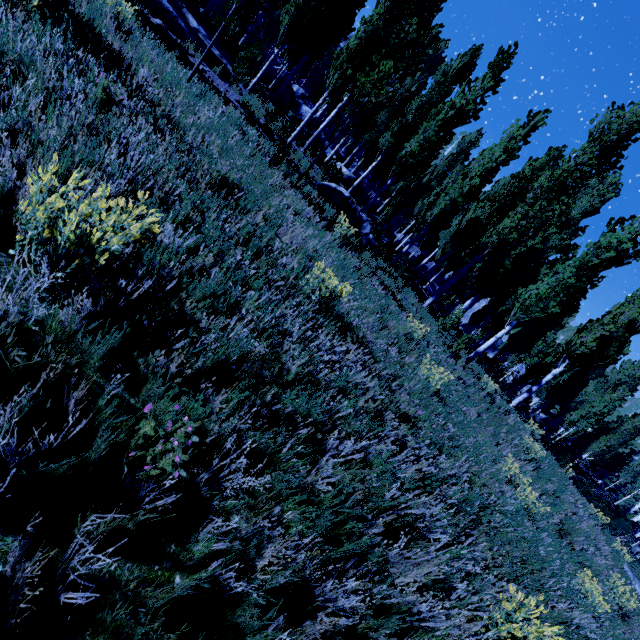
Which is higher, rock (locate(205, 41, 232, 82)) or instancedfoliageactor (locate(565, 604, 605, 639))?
rock (locate(205, 41, 232, 82))

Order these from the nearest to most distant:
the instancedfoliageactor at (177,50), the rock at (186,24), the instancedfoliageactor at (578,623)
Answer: the instancedfoliageactor at (578,623), the instancedfoliageactor at (177,50), the rock at (186,24)

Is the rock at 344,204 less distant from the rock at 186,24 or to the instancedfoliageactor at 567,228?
the instancedfoliageactor at 567,228

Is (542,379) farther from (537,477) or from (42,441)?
(42,441)

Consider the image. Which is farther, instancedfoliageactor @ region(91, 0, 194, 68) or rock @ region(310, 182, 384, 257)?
rock @ region(310, 182, 384, 257)

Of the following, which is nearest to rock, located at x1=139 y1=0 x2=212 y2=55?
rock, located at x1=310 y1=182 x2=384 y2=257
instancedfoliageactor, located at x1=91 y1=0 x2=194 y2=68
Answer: instancedfoliageactor, located at x1=91 y1=0 x2=194 y2=68
